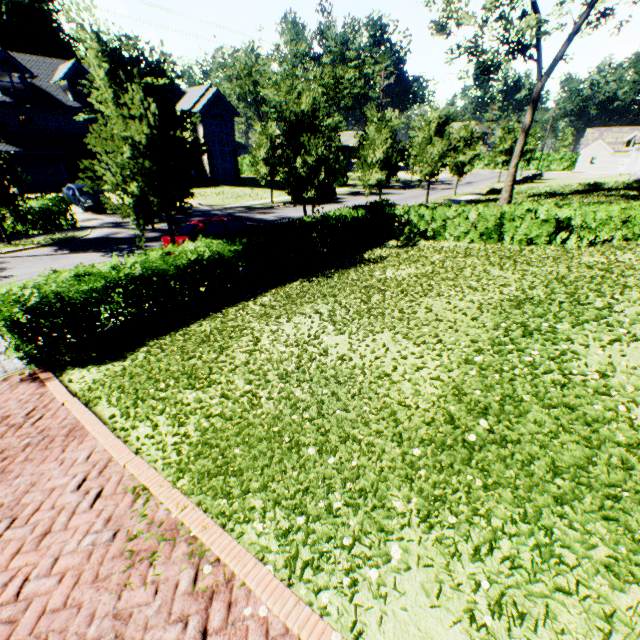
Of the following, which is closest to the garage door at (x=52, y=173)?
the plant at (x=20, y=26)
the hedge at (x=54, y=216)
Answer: the hedge at (x=54, y=216)

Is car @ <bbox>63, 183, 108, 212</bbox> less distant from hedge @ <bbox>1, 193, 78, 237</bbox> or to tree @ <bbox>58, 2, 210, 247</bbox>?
hedge @ <bbox>1, 193, 78, 237</bbox>

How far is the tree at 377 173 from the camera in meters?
19.2

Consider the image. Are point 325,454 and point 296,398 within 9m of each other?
yes

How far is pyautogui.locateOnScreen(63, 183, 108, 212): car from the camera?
22.6m

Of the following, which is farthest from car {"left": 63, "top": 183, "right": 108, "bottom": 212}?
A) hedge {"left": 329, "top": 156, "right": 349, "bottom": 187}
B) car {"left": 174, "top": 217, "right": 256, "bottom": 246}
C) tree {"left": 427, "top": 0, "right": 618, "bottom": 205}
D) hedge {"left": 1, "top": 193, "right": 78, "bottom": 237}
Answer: hedge {"left": 329, "top": 156, "right": 349, "bottom": 187}

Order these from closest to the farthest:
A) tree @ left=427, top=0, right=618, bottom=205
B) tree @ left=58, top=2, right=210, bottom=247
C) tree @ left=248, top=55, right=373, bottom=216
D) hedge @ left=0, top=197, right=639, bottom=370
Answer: hedge @ left=0, top=197, right=639, bottom=370 → tree @ left=58, top=2, right=210, bottom=247 → tree @ left=248, top=55, right=373, bottom=216 → tree @ left=427, top=0, right=618, bottom=205

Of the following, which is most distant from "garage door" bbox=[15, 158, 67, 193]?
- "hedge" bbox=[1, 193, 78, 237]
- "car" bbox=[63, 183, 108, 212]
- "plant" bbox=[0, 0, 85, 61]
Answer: "plant" bbox=[0, 0, 85, 61]
